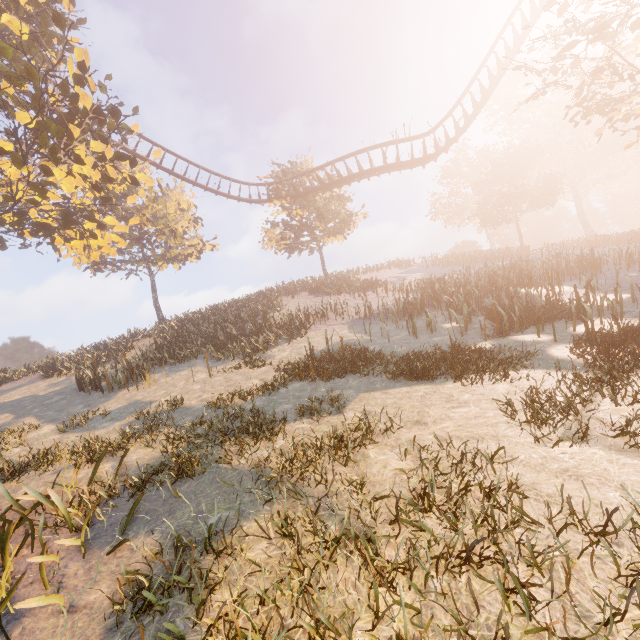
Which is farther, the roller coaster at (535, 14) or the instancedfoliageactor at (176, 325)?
the roller coaster at (535, 14)

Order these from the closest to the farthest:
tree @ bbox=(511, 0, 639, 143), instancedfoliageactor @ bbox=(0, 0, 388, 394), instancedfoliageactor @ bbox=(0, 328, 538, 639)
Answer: instancedfoliageactor @ bbox=(0, 328, 538, 639), tree @ bbox=(511, 0, 639, 143), instancedfoliageactor @ bbox=(0, 0, 388, 394)

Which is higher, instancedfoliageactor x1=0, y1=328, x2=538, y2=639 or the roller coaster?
the roller coaster

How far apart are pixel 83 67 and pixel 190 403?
11.5m

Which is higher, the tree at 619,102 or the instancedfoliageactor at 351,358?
the tree at 619,102

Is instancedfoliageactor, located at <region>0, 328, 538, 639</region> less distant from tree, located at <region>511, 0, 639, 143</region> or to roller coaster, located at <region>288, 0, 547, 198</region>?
roller coaster, located at <region>288, 0, 547, 198</region>

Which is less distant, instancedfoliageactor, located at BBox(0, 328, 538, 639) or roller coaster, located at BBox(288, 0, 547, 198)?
instancedfoliageactor, located at BBox(0, 328, 538, 639)
